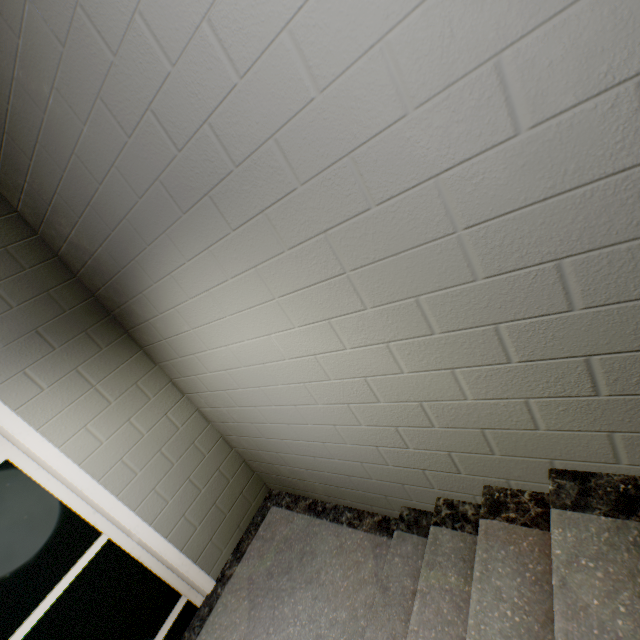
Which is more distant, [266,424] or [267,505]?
[267,505]
